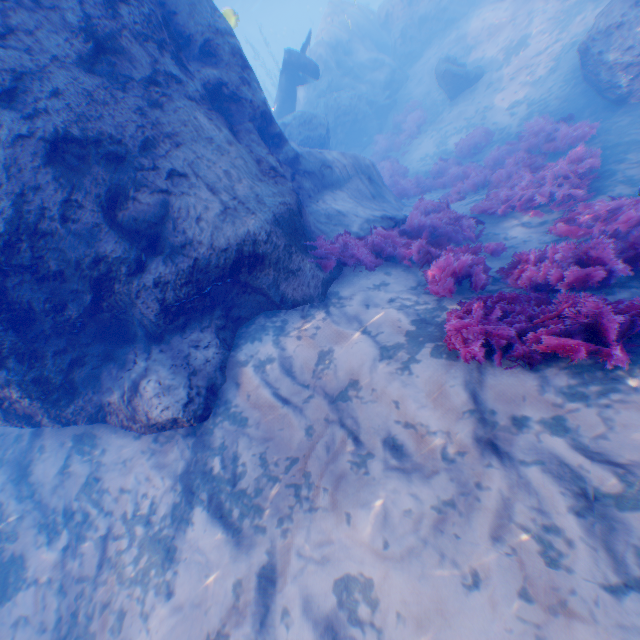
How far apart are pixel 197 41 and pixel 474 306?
7.37m

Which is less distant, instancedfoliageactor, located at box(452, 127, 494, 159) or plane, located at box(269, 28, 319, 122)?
instancedfoliageactor, located at box(452, 127, 494, 159)

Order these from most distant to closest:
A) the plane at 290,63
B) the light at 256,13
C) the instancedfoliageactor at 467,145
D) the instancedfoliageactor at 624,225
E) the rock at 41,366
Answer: the plane at 290,63 < the instancedfoliageactor at 467,145 < the light at 256,13 < the rock at 41,366 < the instancedfoliageactor at 624,225

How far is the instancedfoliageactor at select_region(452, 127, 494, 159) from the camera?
12.47m

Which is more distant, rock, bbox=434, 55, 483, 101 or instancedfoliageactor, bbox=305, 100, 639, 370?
rock, bbox=434, 55, 483, 101

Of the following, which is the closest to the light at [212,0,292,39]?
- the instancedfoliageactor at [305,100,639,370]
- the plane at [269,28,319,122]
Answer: the plane at [269,28,319,122]

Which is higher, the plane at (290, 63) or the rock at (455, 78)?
the plane at (290, 63)

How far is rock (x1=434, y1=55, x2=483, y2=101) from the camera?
14.18m
